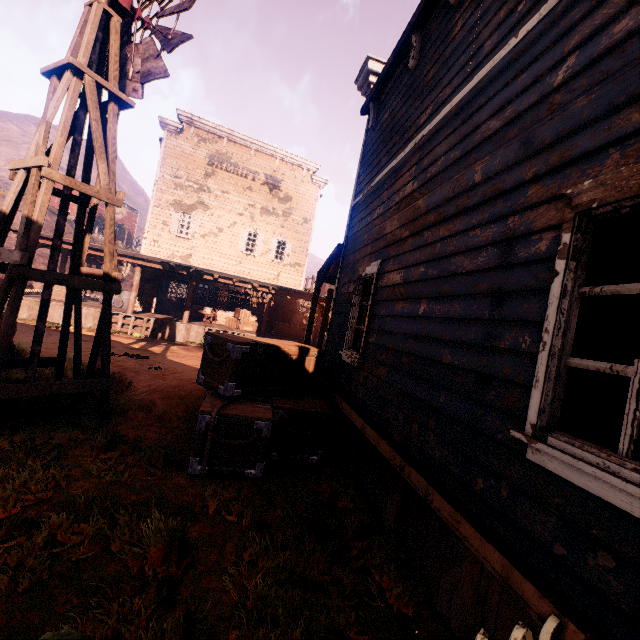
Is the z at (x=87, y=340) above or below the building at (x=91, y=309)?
below

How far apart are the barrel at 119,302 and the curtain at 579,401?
19.9 meters

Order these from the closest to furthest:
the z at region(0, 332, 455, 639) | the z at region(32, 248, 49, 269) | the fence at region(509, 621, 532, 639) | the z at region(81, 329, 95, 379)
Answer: the fence at region(509, 621, 532, 639) < the z at region(0, 332, 455, 639) < the z at region(81, 329, 95, 379) < the z at region(32, 248, 49, 269)

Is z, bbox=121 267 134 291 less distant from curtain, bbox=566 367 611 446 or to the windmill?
the windmill

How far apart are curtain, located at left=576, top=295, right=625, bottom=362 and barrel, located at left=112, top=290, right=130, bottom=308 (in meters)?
19.92

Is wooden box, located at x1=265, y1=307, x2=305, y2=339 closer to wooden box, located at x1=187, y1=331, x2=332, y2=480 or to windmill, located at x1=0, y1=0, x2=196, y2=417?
wooden box, located at x1=187, y1=331, x2=332, y2=480

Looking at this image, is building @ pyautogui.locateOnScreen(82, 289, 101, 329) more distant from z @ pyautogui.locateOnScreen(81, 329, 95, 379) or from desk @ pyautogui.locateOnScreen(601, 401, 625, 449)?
desk @ pyautogui.locateOnScreen(601, 401, 625, 449)

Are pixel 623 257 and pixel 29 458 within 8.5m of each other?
yes
